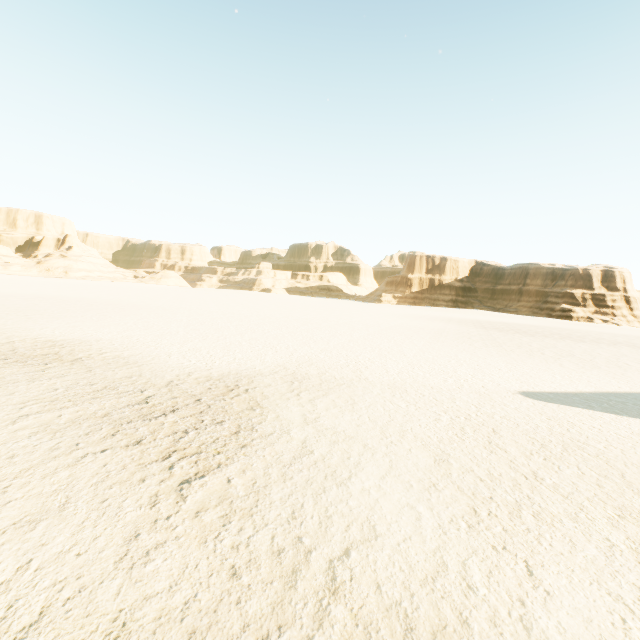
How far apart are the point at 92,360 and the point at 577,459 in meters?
11.8 m
